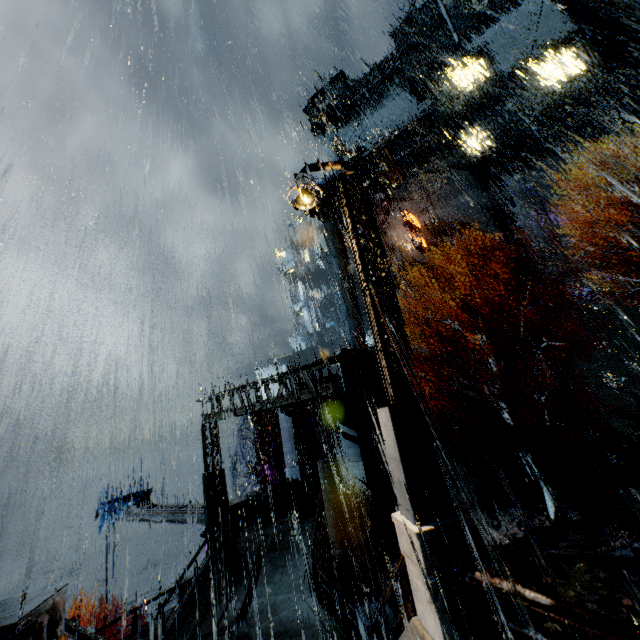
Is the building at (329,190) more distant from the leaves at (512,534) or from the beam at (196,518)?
the leaves at (512,534)

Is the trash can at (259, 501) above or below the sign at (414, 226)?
below

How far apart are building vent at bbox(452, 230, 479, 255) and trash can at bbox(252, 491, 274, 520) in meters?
31.7

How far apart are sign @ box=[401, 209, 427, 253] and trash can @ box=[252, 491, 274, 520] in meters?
30.8 m

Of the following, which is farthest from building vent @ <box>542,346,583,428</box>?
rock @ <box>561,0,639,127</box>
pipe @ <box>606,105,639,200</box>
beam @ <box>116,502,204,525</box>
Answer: rock @ <box>561,0,639,127</box>

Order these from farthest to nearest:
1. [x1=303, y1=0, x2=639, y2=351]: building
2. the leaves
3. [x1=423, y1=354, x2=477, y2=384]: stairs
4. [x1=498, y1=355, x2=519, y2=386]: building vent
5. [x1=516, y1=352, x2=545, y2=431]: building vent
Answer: [x1=423, y1=354, x2=477, y2=384]: stairs
[x1=303, y1=0, x2=639, y2=351]: building
[x1=498, y1=355, x2=519, y2=386]: building vent
[x1=516, y1=352, x2=545, y2=431]: building vent
the leaves

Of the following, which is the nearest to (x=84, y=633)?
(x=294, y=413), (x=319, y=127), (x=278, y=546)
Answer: (x=278, y=546)

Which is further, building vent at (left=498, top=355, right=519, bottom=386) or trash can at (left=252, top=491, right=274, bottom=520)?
building vent at (left=498, top=355, right=519, bottom=386)
